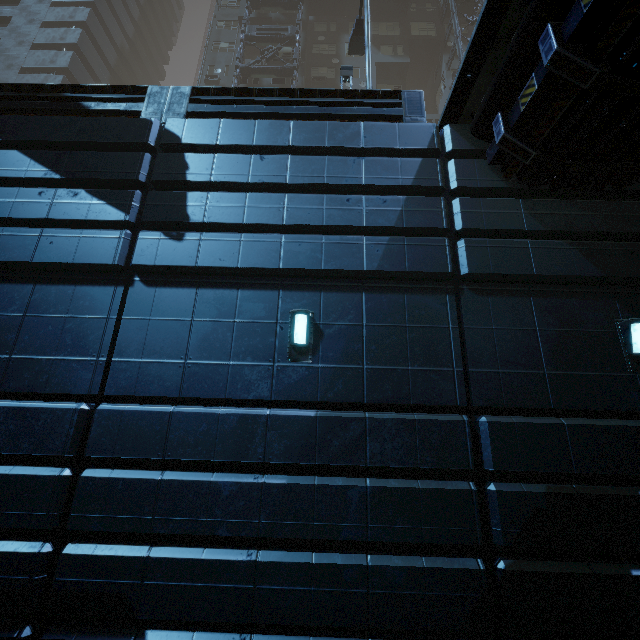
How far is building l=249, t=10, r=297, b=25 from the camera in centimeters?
2739cm

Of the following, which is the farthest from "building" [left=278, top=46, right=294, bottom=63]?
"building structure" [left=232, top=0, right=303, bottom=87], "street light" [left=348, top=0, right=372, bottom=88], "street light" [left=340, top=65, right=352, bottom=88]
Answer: "street light" [left=340, top=65, right=352, bottom=88]

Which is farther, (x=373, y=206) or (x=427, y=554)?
(x=373, y=206)

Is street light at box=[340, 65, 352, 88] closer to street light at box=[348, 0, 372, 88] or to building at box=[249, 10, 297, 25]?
street light at box=[348, 0, 372, 88]

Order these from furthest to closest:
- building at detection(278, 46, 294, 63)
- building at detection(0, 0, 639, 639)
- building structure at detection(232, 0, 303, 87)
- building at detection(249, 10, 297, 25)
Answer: building at detection(249, 10, 297, 25)
building at detection(278, 46, 294, 63)
building structure at detection(232, 0, 303, 87)
building at detection(0, 0, 639, 639)

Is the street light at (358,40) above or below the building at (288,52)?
below

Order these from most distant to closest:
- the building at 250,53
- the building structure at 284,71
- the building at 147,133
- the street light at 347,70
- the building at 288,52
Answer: the building at 250,53, the building at 288,52, the building structure at 284,71, the street light at 347,70, the building at 147,133

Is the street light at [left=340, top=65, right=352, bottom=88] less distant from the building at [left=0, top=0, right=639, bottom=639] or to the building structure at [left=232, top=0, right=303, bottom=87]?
the building at [left=0, top=0, right=639, bottom=639]
